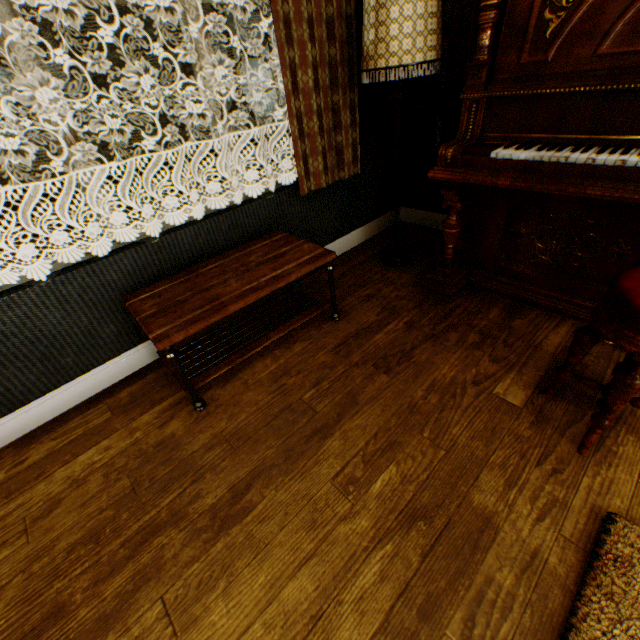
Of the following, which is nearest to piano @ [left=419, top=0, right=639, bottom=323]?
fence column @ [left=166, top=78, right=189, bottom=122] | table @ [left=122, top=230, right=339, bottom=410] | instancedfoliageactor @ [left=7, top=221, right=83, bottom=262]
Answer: table @ [left=122, top=230, right=339, bottom=410]

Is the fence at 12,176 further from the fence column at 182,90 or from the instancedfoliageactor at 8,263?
the instancedfoliageactor at 8,263

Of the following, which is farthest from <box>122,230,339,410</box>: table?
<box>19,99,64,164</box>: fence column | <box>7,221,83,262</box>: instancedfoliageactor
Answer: <box>19,99,64,164</box>: fence column

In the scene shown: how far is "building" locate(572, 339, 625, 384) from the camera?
1.7 meters

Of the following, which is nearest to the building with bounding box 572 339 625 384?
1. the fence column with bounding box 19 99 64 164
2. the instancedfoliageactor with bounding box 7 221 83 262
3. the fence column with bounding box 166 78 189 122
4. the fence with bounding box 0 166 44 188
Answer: the instancedfoliageactor with bounding box 7 221 83 262

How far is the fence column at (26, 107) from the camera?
10.8 meters

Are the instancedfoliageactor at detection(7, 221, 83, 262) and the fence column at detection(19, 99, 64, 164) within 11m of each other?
yes

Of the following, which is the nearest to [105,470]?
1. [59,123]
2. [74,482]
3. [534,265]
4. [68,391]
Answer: [74,482]
